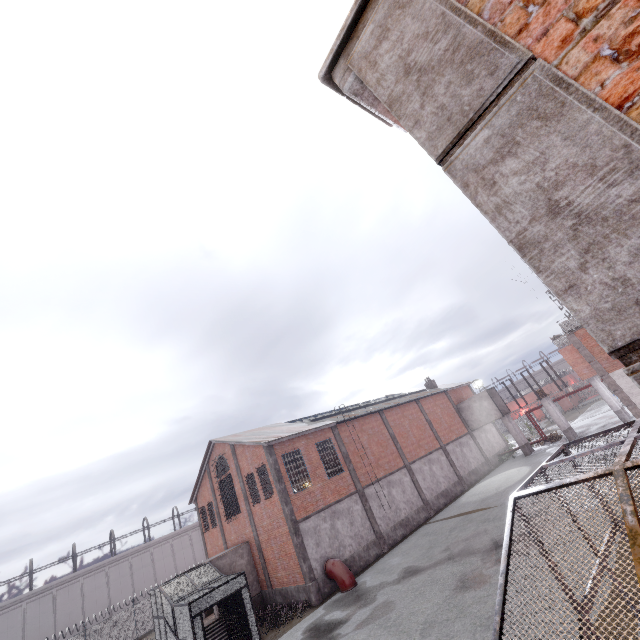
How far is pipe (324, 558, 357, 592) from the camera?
17.66m

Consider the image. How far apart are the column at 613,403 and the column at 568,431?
3.9 meters

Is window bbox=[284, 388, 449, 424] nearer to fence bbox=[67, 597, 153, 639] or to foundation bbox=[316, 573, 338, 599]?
foundation bbox=[316, 573, 338, 599]

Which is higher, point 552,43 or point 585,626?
point 552,43

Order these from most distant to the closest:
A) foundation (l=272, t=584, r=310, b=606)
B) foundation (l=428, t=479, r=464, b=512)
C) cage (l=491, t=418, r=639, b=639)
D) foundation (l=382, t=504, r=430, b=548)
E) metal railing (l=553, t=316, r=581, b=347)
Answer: foundation (l=428, t=479, r=464, b=512)
foundation (l=382, t=504, r=430, b=548)
metal railing (l=553, t=316, r=581, b=347)
foundation (l=272, t=584, r=310, b=606)
cage (l=491, t=418, r=639, b=639)

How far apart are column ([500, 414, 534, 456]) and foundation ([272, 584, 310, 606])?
25.1m

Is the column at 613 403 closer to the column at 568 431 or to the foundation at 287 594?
the column at 568 431

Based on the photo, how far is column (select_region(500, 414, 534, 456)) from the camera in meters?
32.0
